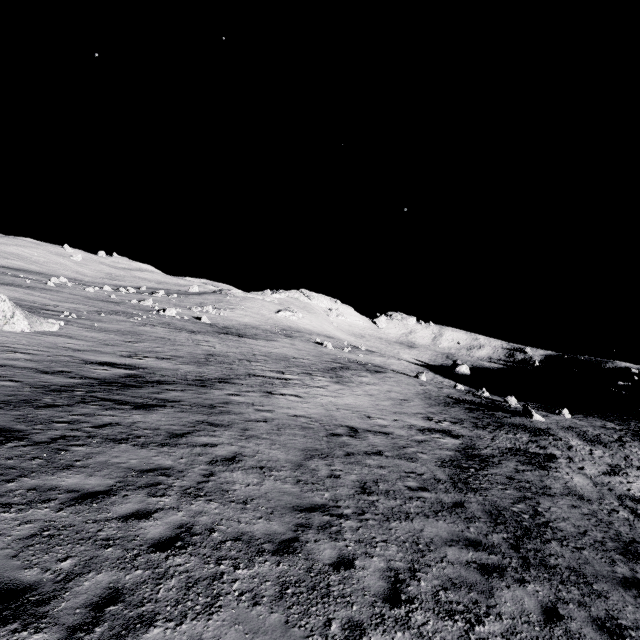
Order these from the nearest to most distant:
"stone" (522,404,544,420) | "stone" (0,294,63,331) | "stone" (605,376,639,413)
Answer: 1. "stone" (0,294,63,331)
2. "stone" (522,404,544,420)
3. "stone" (605,376,639,413)

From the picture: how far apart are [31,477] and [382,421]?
16.18m

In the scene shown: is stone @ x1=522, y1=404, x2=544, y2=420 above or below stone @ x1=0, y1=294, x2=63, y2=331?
above

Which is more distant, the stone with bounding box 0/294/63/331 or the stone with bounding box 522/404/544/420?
the stone with bounding box 522/404/544/420

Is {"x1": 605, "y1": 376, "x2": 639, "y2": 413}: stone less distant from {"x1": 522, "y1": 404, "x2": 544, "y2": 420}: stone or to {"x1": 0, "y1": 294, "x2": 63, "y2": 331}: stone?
{"x1": 522, "y1": 404, "x2": 544, "y2": 420}: stone

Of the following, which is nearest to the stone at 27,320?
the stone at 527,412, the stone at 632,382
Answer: the stone at 527,412

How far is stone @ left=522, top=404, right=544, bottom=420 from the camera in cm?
2962

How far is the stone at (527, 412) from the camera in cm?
2962
